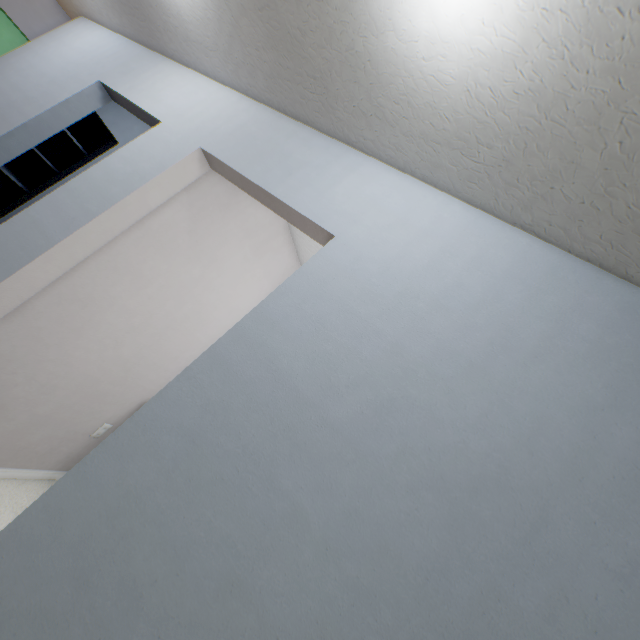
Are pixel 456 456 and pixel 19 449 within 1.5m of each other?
no
